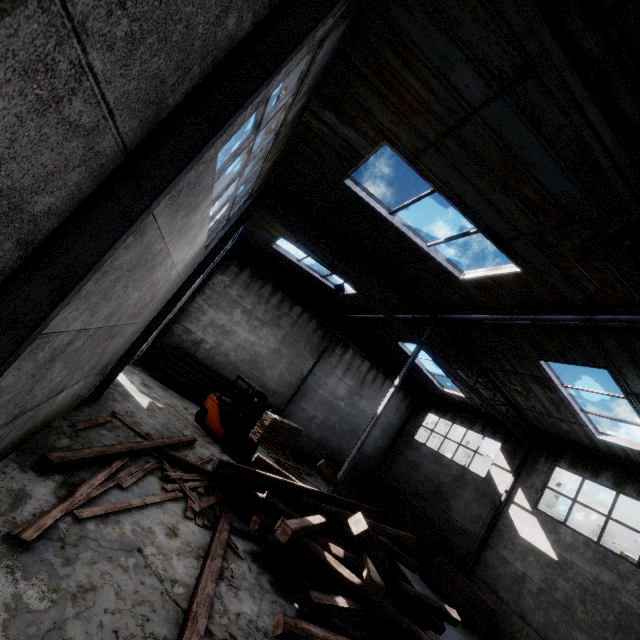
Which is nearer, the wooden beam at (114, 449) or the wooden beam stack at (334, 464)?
the wooden beam at (114, 449)

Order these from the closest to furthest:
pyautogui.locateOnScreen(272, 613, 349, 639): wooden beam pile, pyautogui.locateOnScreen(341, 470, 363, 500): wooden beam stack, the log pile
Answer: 1. pyautogui.locateOnScreen(272, 613, 349, 639): wooden beam pile
2. the log pile
3. pyautogui.locateOnScreen(341, 470, 363, 500): wooden beam stack

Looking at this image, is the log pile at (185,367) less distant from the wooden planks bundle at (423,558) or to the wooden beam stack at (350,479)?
the wooden beam stack at (350,479)

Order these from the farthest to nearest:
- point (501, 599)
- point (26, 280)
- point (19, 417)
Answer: point (501, 599) → point (19, 417) → point (26, 280)

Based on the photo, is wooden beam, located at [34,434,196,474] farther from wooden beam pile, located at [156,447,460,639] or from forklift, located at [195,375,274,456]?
forklift, located at [195,375,274,456]

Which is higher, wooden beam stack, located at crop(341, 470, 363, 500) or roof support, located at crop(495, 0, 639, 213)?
roof support, located at crop(495, 0, 639, 213)

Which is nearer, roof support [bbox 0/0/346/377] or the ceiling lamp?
roof support [bbox 0/0/346/377]

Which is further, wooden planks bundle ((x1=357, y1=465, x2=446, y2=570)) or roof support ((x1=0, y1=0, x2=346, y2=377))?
wooden planks bundle ((x1=357, y1=465, x2=446, y2=570))
